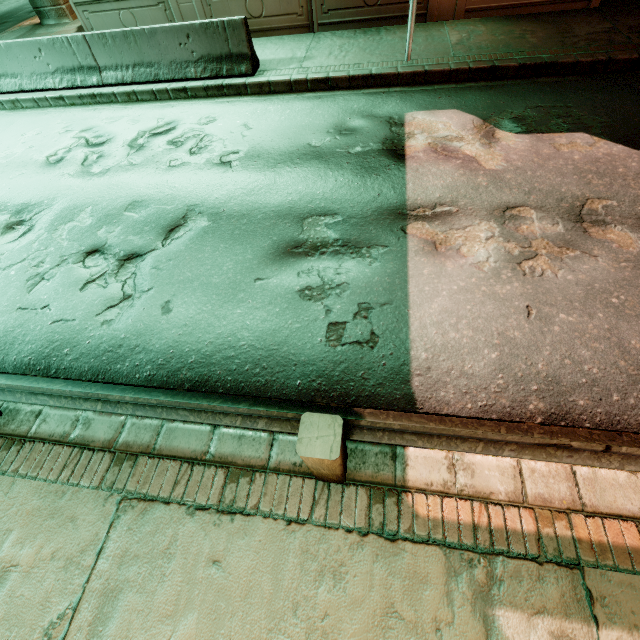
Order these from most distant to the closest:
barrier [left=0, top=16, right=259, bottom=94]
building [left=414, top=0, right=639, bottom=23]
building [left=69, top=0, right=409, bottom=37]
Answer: building [left=69, top=0, right=409, bottom=37] < building [left=414, top=0, right=639, bottom=23] < barrier [left=0, top=16, right=259, bottom=94]

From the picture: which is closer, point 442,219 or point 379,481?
point 379,481

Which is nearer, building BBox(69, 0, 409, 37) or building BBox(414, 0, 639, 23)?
building BBox(414, 0, 639, 23)

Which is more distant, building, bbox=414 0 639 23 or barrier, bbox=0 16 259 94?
building, bbox=414 0 639 23

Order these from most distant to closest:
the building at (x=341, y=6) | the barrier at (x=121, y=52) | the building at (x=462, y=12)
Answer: the building at (x=341, y=6) < the building at (x=462, y=12) < the barrier at (x=121, y=52)

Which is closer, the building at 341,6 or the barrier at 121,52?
the barrier at 121,52
